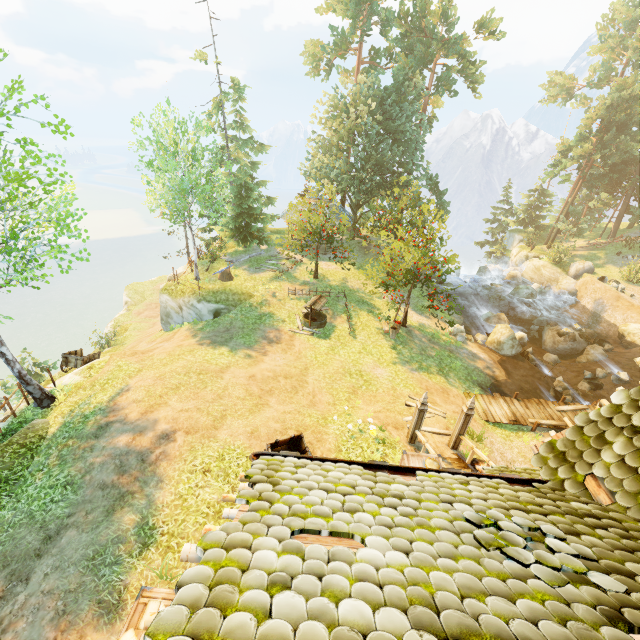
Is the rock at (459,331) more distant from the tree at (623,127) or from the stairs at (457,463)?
the stairs at (457,463)

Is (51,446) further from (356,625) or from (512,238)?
(512,238)

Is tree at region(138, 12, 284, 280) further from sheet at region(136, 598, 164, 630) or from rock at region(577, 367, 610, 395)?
sheet at region(136, 598, 164, 630)

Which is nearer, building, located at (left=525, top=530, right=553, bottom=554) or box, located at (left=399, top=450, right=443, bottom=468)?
building, located at (left=525, top=530, right=553, bottom=554)

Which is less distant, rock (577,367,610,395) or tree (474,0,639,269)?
rock (577,367,610,395)

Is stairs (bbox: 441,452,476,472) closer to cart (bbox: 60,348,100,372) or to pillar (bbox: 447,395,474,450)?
pillar (bbox: 447,395,474,450)

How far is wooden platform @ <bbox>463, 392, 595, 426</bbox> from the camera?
14.98m

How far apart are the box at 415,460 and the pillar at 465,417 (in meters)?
2.83
